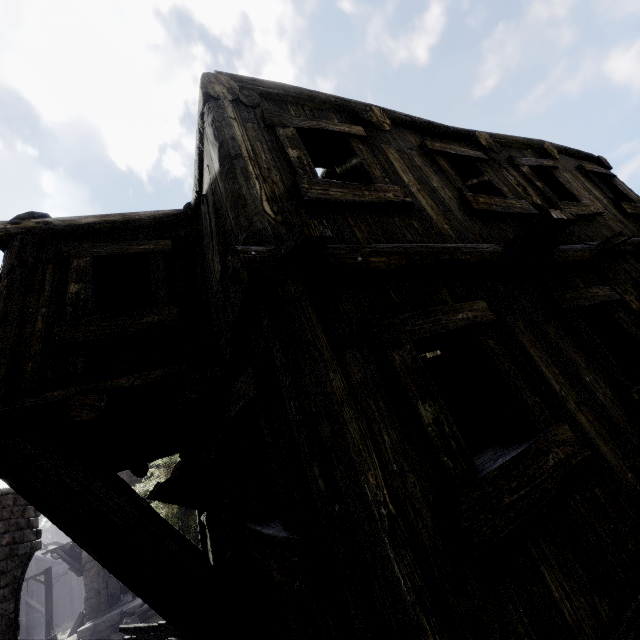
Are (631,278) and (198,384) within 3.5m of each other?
no

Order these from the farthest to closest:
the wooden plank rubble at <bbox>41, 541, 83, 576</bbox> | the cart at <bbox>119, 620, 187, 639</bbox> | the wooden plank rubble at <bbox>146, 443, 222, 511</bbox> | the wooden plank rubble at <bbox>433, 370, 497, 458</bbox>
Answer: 1. the wooden plank rubble at <bbox>41, 541, 83, 576</bbox>
2. the cart at <bbox>119, 620, 187, 639</bbox>
3. the wooden plank rubble at <bbox>146, 443, 222, 511</bbox>
4. the wooden plank rubble at <bbox>433, 370, 497, 458</bbox>

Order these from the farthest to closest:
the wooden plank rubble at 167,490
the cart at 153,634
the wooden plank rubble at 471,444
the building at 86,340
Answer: the cart at 153,634 < the wooden plank rubble at 167,490 < the wooden plank rubble at 471,444 < the building at 86,340

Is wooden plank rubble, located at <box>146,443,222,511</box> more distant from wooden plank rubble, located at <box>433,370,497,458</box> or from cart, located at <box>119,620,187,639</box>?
cart, located at <box>119,620,187,639</box>

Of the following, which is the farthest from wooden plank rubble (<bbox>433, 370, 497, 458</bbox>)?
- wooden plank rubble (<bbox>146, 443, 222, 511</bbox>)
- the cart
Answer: the cart

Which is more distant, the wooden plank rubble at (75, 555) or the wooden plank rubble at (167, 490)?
the wooden plank rubble at (75, 555)

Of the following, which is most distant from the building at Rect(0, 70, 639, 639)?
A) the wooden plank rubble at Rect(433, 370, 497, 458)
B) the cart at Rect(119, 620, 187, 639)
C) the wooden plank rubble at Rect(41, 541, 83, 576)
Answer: the cart at Rect(119, 620, 187, 639)
